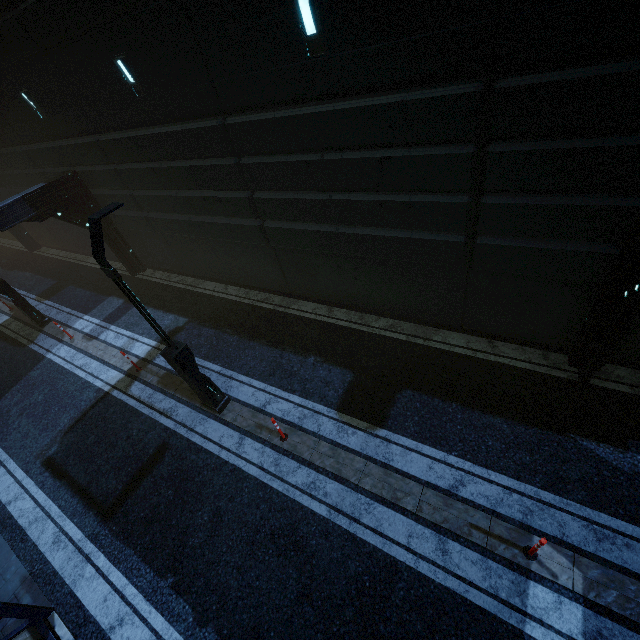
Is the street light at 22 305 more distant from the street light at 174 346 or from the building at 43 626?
the street light at 174 346

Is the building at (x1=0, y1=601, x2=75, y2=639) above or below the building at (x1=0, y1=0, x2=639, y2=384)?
below

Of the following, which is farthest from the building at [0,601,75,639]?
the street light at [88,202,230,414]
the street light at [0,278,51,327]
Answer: the street light at [88,202,230,414]

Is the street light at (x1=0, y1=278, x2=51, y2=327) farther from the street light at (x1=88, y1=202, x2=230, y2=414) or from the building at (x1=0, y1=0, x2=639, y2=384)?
the street light at (x1=88, y1=202, x2=230, y2=414)

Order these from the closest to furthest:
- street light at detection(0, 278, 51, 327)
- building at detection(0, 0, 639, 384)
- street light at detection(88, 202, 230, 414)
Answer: building at detection(0, 0, 639, 384)
street light at detection(88, 202, 230, 414)
street light at detection(0, 278, 51, 327)

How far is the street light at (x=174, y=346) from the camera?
5.7 meters

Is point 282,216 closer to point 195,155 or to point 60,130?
point 195,155
